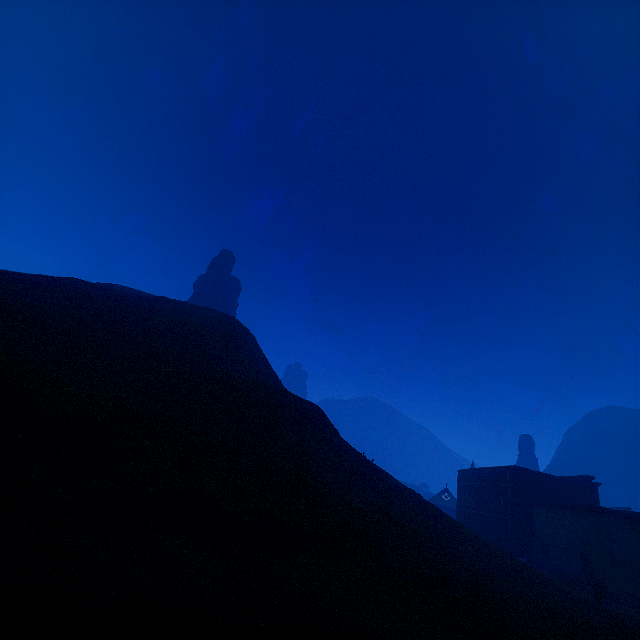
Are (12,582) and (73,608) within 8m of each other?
yes

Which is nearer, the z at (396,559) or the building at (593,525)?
the z at (396,559)

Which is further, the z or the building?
the building
